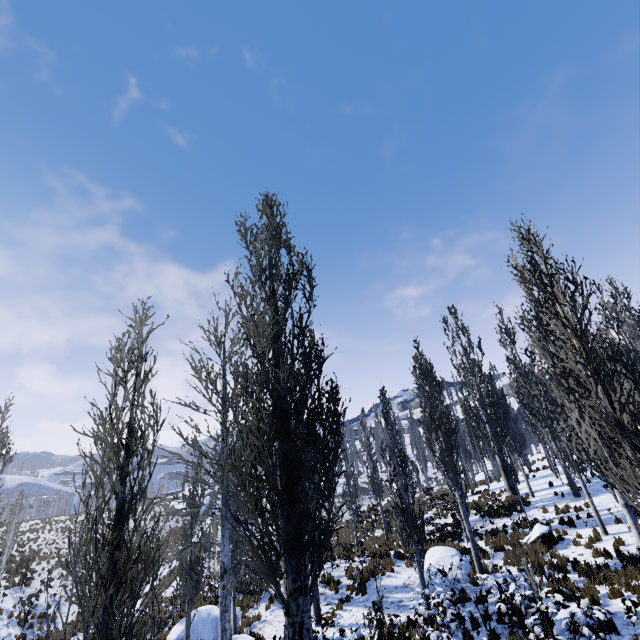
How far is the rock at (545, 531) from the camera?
13.8 meters

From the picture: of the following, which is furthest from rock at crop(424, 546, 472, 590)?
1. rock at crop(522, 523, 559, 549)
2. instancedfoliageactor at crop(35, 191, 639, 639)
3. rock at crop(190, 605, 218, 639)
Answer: rock at crop(190, 605, 218, 639)

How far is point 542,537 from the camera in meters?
13.9

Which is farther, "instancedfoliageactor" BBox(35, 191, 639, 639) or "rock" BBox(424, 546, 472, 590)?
"rock" BBox(424, 546, 472, 590)

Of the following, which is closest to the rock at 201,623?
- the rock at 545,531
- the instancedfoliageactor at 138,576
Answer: the instancedfoliageactor at 138,576

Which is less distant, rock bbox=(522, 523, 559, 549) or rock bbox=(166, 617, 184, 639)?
rock bbox=(522, 523, 559, 549)

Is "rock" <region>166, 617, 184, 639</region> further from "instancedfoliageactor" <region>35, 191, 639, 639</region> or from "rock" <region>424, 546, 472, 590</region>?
"rock" <region>424, 546, 472, 590</region>

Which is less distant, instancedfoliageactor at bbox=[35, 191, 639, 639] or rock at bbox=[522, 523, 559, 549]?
instancedfoliageactor at bbox=[35, 191, 639, 639]
